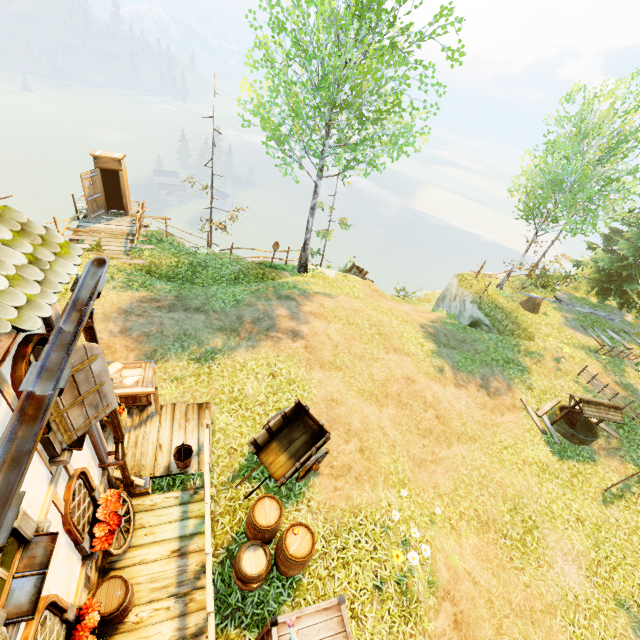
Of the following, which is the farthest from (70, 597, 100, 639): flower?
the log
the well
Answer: the log

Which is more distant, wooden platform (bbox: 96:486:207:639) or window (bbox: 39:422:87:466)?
wooden platform (bbox: 96:486:207:639)

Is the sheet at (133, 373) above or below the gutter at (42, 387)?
below

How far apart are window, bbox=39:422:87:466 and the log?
20.7m

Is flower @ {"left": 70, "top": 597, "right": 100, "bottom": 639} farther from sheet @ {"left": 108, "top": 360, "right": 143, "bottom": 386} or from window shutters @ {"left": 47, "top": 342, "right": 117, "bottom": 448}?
sheet @ {"left": 108, "top": 360, "right": 143, "bottom": 386}

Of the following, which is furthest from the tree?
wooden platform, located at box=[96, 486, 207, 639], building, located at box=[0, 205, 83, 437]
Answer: wooden platform, located at box=[96, 486, 207, 639]

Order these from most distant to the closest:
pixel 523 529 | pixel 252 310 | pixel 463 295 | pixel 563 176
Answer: pixel 463 295 → pixel 563 176 → pixel 252 310 → pixel 523 529

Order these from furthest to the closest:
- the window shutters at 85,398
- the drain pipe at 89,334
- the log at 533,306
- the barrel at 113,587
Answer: the log at 533,306 < the barrel at 113,587 < the drain pipe at 89,334 < the window shutters at 85,398
